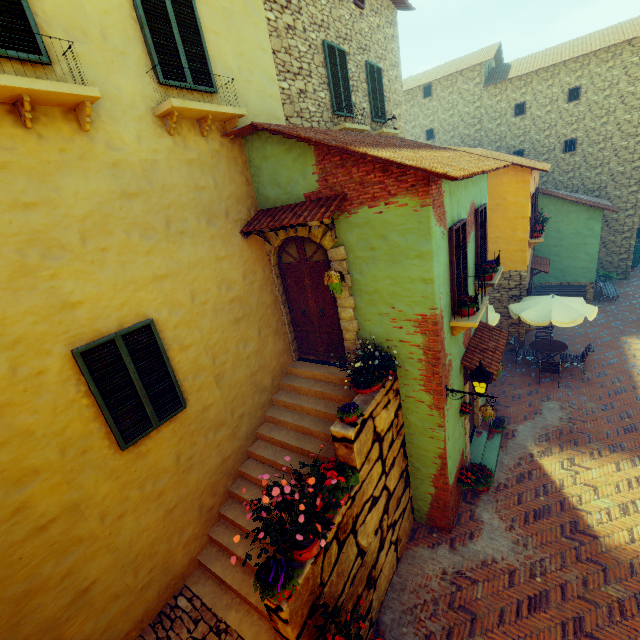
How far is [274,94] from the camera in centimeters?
695cm

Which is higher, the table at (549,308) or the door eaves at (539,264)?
the door eaves at (539,264)

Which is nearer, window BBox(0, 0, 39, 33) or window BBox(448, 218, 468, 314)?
window BBox(0, 0, 39, 33)

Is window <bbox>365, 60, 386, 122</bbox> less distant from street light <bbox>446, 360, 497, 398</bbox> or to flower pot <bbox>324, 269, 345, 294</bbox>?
flower pot <bbox>324, 269, 345, 294</bbox>

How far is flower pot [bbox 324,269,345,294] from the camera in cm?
552

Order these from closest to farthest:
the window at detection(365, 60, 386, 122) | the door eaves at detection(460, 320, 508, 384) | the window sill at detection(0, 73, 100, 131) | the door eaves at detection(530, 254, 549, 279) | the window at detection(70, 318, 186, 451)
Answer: the window sill at detection(0, 73, 100, 131) < the window at detection(70, 318, 186, 451) < the door eaves at detection(460, 320, 508, 384) < the window at detection(365, 60, 386, 122) < the door eaves at detection(530, 254, 549, 279)

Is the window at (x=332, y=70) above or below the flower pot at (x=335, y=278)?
above

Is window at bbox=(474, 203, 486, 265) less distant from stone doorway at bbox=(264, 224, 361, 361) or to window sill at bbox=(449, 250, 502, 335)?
window sill at bbox=(449, 250, 502, 335)
